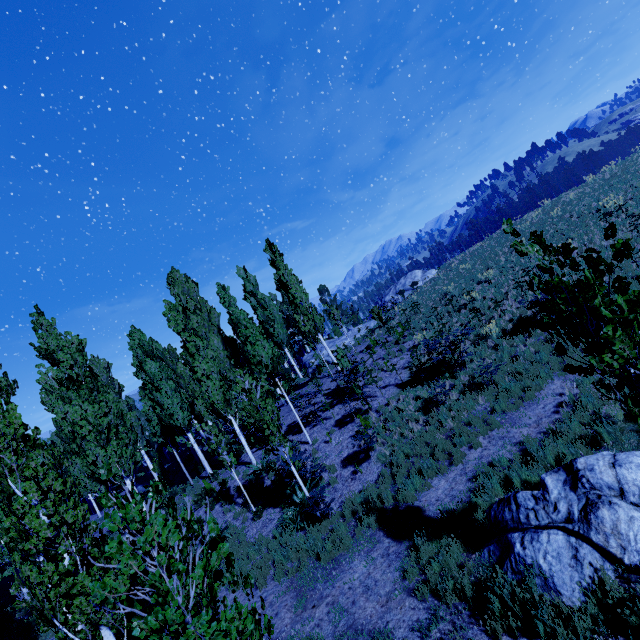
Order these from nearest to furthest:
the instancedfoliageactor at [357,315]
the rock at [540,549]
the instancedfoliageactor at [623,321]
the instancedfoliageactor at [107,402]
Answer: the instancedfoliageactor at [107,402]
the instancedfoliageactor at [623,321]
the rock at [540,549]
the instancedfoliageactor at [357,315]

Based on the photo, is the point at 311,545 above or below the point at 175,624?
below

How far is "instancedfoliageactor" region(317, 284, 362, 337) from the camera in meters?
23.5 m

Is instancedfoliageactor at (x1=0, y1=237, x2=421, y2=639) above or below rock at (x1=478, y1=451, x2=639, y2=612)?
above

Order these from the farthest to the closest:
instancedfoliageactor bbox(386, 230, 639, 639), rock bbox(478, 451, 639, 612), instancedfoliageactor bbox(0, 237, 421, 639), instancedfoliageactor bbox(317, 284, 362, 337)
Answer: instancedfoliageactor bbox(317, 284, 362, 337) → rock bbox(478, 451, 639, 612) → instancedfoliageactor bbox(386, 230, 639, 639) → instancedfoliageactor bbox(0, 237, 421, 639)

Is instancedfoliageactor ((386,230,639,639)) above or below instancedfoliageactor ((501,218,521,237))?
below

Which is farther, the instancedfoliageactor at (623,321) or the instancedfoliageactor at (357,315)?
the instancedfoliageactor at (357,315)
